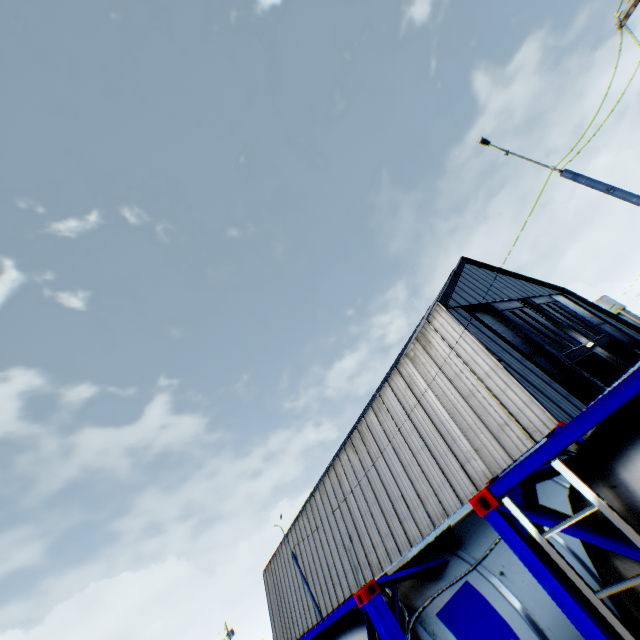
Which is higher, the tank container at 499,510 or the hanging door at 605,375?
the hanging door at 605,375

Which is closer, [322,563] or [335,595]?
[335,595]

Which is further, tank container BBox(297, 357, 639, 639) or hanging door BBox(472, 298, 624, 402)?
hanging door BBox(472, 298, 624, 402)

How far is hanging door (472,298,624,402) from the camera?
18.83m

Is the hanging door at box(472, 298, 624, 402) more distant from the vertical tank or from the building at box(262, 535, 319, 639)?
the vertical tank

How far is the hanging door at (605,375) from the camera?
18.8m

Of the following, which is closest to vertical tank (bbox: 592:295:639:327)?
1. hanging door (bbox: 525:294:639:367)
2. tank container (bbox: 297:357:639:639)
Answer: hanging door (bbox: 525:294:639:367)

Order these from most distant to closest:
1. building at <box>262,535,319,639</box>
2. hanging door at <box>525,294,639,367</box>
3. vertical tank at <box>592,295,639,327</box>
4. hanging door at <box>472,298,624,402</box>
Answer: vertical tank at <box>592,295,639,327</box>
building at <box>262,535,319,639</box>
hanging door at <box>525,294,639,367</box>
hanging door at <box>472,298,624,402</box>
